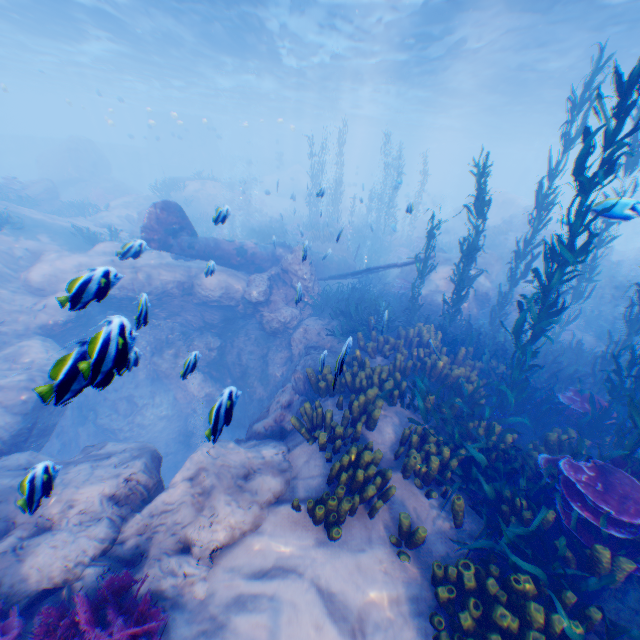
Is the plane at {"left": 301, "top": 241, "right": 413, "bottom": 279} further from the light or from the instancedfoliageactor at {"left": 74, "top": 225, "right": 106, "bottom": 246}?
the light

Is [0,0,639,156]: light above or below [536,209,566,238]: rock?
above

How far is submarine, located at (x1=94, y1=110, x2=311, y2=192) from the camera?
44.34m

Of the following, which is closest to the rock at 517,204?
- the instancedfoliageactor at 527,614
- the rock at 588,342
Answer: the instancedfoliageactor at 527,614

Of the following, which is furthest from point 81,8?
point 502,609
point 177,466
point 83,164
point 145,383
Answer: point 502,609

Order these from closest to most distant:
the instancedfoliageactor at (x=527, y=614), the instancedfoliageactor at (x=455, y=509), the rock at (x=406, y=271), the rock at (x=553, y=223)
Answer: the instancedfoliageactor at (x=527, y=614) < the instancedfoliageactor at (x=455, y=509) < the rock at (x=553, y=223) < the rock at (x=406, y=271)

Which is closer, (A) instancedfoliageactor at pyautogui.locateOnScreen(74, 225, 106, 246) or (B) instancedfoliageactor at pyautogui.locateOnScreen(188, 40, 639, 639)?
(B) instancedfoliageactor at pyautogui.locateOnScreen(188, 40, 639, 639)

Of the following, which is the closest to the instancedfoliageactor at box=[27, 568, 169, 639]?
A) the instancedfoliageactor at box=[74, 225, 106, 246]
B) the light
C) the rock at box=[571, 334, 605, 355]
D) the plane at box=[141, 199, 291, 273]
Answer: the plane at box=[141, 199, 291, 273]
